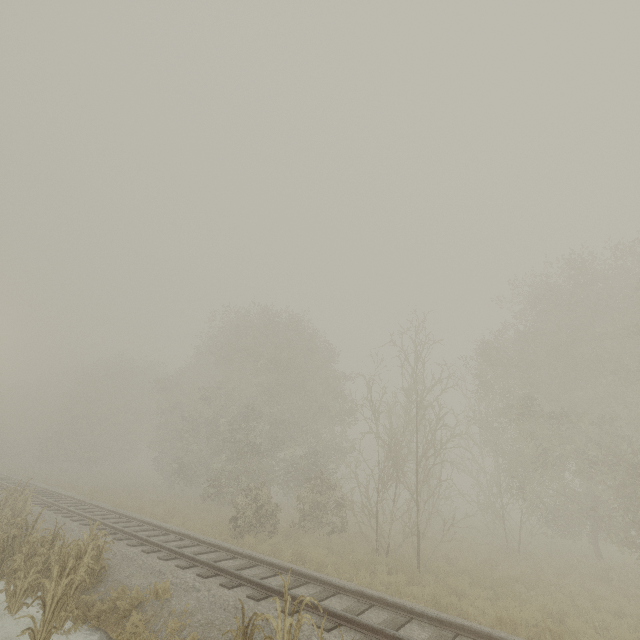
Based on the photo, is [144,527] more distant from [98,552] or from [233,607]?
[233,607]
